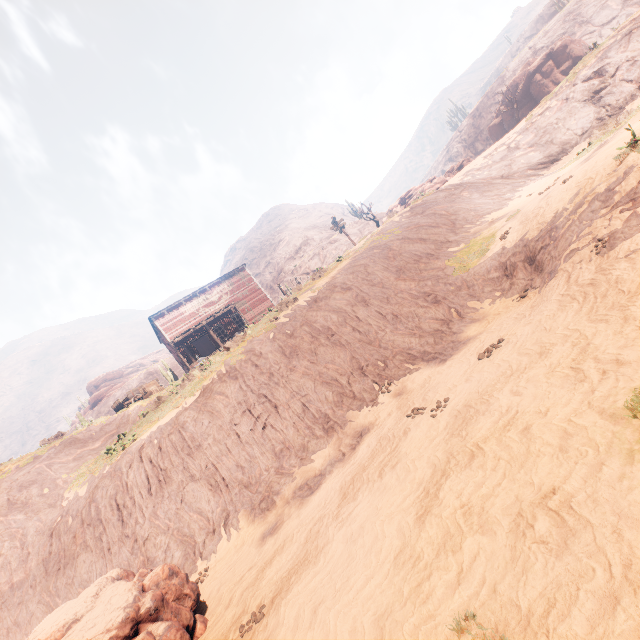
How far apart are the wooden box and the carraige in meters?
0.0

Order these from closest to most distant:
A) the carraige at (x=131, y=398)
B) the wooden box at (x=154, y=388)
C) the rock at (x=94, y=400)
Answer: the carraige at (x=131, y=398)
the wooden box at (x=154, y=388)
the rock at (x=94, y=400)

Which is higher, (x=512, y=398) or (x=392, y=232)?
(x=392, y=232)

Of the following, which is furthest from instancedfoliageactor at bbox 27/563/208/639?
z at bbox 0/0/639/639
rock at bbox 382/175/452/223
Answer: rock at bbox 382/175/452/223

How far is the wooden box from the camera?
22.27m

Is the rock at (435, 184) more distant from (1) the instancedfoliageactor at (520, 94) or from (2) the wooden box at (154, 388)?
(2) the wooden box at (154, 388)

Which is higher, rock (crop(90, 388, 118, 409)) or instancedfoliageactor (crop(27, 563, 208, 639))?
rock (crop(90, 388, 118, 409))

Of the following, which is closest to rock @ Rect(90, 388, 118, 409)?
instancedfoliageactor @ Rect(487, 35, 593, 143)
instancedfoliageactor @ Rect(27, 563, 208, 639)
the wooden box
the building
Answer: the building
